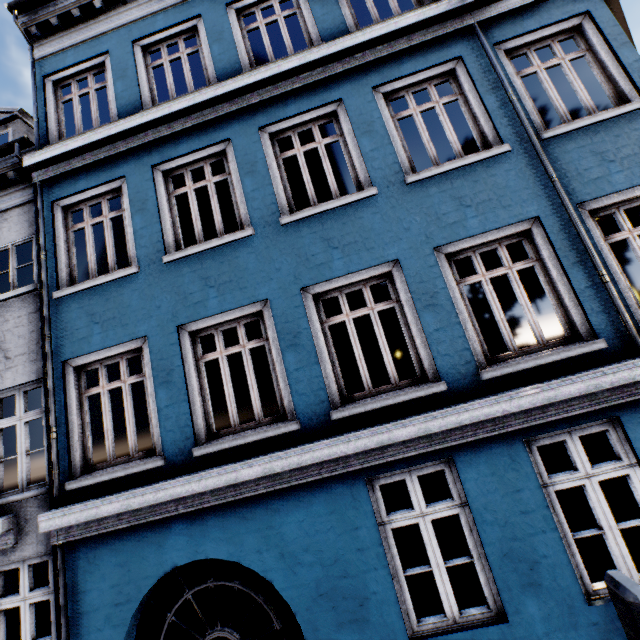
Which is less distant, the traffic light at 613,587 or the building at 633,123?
the traffic light at 613,587

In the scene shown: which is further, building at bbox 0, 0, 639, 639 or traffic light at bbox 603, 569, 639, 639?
building at bbox 0, 0, 639, 639

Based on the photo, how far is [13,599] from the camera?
4.8 meters
